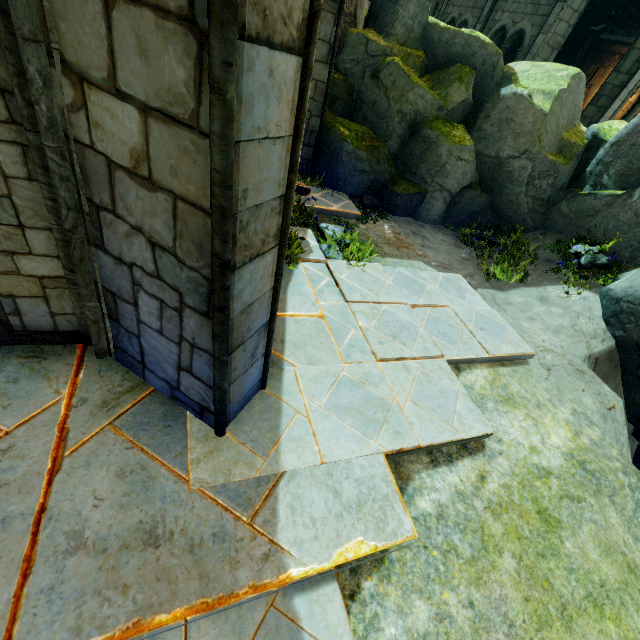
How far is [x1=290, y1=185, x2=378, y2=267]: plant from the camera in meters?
5.9 m

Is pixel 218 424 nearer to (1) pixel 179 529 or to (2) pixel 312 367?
(1) pixel 179 529

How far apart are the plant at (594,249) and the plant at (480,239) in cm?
55

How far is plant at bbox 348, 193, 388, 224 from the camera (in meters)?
8.04

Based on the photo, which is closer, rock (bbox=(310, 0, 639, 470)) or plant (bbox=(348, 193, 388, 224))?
rock (bbox=(310, 0, 639, 470))

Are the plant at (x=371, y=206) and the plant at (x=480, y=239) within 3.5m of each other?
yes

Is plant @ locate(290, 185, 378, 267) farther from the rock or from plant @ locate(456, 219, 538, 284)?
plant @ locate(456, 219, 538, 284)

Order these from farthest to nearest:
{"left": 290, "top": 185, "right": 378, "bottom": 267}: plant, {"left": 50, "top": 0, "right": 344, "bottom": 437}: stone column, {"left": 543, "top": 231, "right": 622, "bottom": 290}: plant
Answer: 1. {"left": 543, "top": 231, "right": 622, "bottom": 290}: plant
2. {"left": 290, "top": 185, "right": 378, "bottom": 267}: plant
3. {"left": 50, "top": 0, "right": 344, "bottom": 437}: stone column
